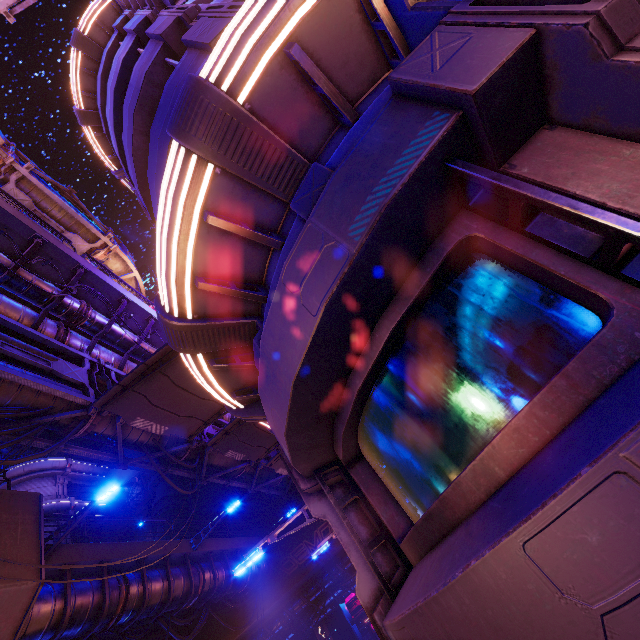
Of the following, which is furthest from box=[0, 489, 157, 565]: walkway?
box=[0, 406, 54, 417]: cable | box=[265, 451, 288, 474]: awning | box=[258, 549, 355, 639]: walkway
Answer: box=[265, 451, 288, 474]: awning

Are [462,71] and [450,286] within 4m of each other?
yes

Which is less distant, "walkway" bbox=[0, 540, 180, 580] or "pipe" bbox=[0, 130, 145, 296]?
"walkway" bbox=[0, 540, 180, 580]

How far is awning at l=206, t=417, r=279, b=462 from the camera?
12.6m

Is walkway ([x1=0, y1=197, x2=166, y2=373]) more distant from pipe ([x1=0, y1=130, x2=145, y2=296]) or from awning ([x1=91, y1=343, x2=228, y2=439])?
awning ([x1=91, y1=343, x2=228, y2=439])

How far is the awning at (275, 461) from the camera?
16.5m

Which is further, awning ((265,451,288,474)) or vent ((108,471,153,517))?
vent ((108,471,153,517))

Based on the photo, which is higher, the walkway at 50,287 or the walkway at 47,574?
the walkway at 50,287
